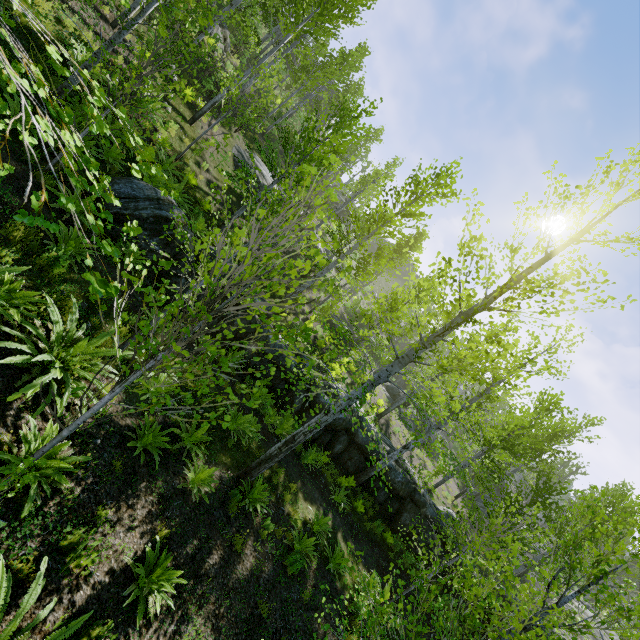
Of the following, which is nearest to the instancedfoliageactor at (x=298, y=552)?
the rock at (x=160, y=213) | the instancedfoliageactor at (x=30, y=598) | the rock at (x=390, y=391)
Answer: the rock at (x=160, y=213)

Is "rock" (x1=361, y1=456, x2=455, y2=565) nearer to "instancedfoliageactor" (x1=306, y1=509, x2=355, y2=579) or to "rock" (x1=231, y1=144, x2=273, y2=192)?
"instancedfoliageactor" (x1=306, y1=509, x2=355, y2=579)

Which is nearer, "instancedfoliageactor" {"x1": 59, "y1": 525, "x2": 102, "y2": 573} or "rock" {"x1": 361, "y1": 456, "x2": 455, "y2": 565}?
"instancedfoliageactor" {"x1": 59, "y1": 525, "x2": 102, "y2": 573}

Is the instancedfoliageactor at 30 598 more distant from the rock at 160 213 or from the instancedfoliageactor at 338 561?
the rock at 160 213

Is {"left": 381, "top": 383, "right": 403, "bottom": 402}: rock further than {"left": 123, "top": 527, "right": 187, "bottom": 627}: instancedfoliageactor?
Yes

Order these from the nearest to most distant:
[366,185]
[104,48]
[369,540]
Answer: [104,48] < [369,540] < [366,185]

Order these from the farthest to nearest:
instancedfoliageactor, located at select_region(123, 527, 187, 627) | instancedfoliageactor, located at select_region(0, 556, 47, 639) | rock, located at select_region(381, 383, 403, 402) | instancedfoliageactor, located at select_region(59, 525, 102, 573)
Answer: rock, located at select_region(381, 383, 403, 402), instancedfoliageactor, located at select_region(123, 527, 187, 627), instancedfoliageactor, located at select_region(59, 525, 102, 573), instancedfoliageactor, located at select_region(0, 556, 47, 639)

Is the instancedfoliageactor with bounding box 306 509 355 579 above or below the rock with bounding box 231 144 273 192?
below
